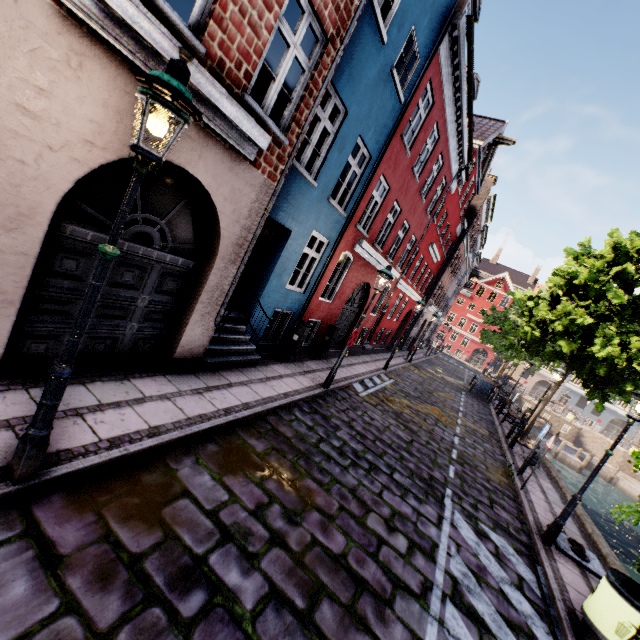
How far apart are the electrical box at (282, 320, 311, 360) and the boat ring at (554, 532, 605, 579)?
7.7 meters

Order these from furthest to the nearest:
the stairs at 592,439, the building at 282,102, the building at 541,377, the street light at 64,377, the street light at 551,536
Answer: the building at 541,377, the stairs at 592,439, the street light at 551,536, the building at 282,102, the street light at 64,377

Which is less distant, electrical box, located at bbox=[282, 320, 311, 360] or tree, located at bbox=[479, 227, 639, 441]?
electrical box, located at bbox=[282, 320, 311, 360]

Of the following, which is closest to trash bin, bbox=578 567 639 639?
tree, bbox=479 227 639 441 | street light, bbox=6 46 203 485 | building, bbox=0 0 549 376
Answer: tree, bbox=479 227 639 441

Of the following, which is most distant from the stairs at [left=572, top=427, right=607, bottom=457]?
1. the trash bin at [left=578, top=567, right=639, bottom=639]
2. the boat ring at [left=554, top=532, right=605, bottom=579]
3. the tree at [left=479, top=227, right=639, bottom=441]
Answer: the trash bin at [left=578, top=567, right=639, bottom=639]

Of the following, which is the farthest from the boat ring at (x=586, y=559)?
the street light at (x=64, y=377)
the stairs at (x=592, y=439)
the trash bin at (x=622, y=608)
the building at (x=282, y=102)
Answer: the stairs at (x=592, y=439)

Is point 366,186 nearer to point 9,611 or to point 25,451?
point 25,451

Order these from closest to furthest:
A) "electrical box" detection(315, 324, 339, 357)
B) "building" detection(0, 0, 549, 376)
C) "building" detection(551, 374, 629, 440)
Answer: "building" detection(0, 0, 549, 376)
"electrical box" detection(315, 324, 339, 357)
"building" detection(551, 374, 629, 440)
